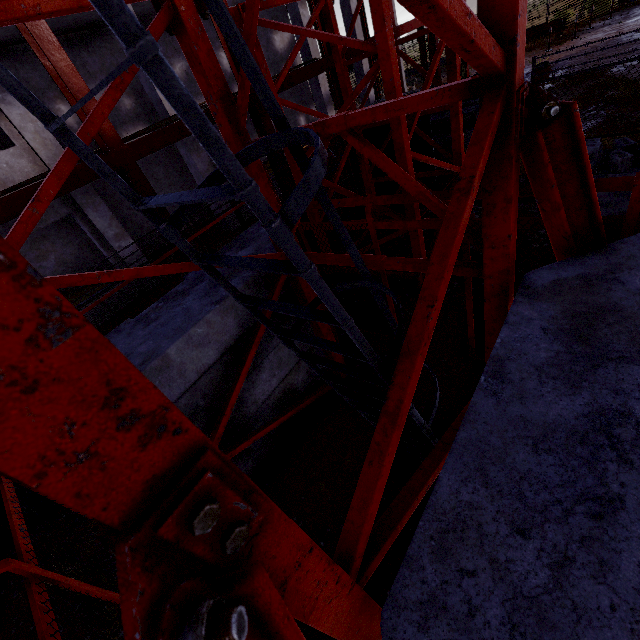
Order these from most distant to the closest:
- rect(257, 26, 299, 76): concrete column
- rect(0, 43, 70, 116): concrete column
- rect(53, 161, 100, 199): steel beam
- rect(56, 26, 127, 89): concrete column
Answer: rect(257, 26, 299, 76): concrete column → rect(56, 26, 127, 89): concrete column → rect(0, 43, 70, 116): concrete column → rect(53, 161, 100, 199): steel beam

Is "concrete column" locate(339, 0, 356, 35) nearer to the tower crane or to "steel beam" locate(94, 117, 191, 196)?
"steel beam" locate(94, 117, 191, 196)

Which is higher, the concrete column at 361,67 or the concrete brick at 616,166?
the concrete column at 361,67

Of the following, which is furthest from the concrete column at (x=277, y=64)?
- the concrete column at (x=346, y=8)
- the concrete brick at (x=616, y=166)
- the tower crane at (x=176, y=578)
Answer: the concrete brick at (x=616, y=166)

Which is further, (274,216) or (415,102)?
(415,102)

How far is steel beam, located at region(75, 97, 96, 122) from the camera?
5.8 meters

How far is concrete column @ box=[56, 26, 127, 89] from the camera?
11.4m

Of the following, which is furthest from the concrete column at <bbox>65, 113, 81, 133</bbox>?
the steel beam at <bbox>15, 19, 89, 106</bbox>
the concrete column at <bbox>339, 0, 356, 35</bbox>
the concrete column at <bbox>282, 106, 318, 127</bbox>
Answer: the steel beam at <bbox>15, 19, 89, 106</bbox>
